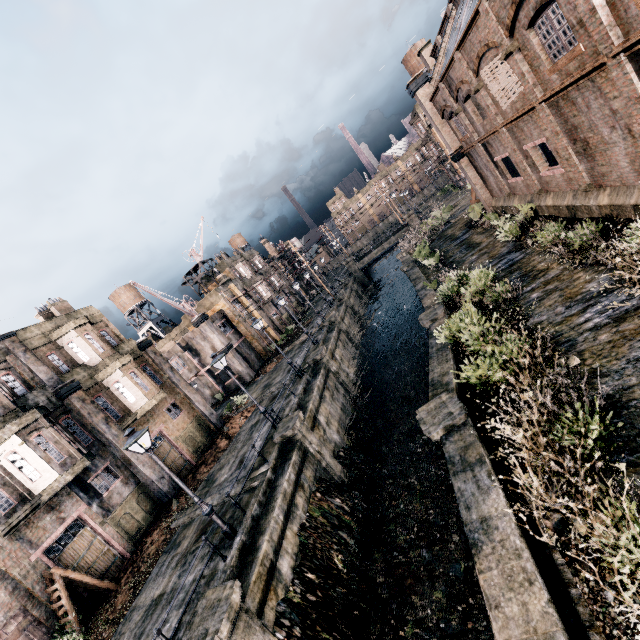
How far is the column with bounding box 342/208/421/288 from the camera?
53.84m

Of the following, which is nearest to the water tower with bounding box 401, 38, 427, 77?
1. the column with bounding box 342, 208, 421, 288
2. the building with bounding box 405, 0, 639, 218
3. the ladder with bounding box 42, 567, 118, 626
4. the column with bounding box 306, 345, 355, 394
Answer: the building with bounding box 405, 0, 639, 218

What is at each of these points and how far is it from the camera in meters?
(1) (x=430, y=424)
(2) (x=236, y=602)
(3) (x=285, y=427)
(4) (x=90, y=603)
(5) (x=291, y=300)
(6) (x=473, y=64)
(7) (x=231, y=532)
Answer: (1) column, 10.4 m
(2) column, 9.3 m
(3) column, 17.1 m
(4) building, 15.0 m
(5) building, 56.7 m
(6) building, 16.3 m
(7) street light, 12.6 m

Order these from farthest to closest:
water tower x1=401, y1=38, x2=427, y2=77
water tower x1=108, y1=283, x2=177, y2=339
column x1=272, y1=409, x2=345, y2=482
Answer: water tower x1=108, y1=283, x2=177, y2=339 → water tower x1=401, y1=38, x2=427, y2=77 → column x1=272, y1=409, x2=345, y2=482

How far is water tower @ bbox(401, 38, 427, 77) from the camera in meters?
48.8

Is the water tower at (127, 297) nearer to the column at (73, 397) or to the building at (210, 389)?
the building at (210, 389)

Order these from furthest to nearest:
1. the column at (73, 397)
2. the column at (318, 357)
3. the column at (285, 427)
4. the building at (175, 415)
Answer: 1. the column at (318, 357)
2. the building at (175, 415)
3. the column at (73, 397)
4. the column at (285, 427)

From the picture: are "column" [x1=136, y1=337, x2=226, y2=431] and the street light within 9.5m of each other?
no
